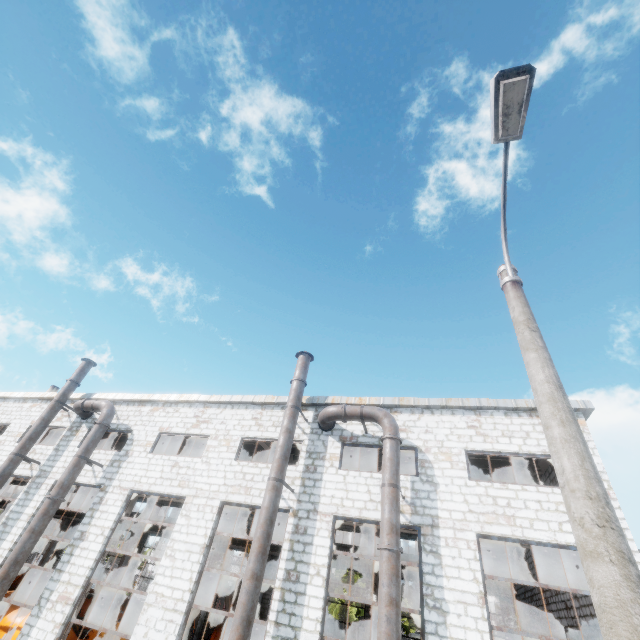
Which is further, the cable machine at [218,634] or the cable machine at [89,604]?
the cable machine at [89,604]

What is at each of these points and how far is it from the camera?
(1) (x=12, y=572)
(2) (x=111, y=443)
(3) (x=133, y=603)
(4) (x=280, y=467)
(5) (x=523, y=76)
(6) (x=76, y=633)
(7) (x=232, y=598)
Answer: (1) pipe, 11.52m
(2) column beam, 23.28m
(3) wire spool, 20.14m
(4) pipe, 11.45m
(5) lamp post, 4.14m
(6) forklift, 18.39m
(7) wire spool, 19.89m

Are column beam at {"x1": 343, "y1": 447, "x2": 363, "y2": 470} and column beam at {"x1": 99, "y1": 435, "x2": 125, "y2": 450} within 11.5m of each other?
no

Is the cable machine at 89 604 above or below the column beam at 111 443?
below

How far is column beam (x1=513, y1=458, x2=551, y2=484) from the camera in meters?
13.8 m

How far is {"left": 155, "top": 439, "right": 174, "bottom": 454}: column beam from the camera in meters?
21.7 m

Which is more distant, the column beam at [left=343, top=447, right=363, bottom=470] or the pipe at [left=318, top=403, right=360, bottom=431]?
the column beam at [left=343, top=447, right=363, bottom=470]

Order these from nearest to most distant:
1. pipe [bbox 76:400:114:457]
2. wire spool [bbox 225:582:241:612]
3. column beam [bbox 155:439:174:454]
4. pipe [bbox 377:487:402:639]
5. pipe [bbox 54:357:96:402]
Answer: pipe [bbox 377:487:402:639] → pipe [bbox 76:400:114:457] → pipe [bbox 54:357:96:402] → wire spool [bbox 225:582:241:612] → column beam [bbox 155:439:174:454]
